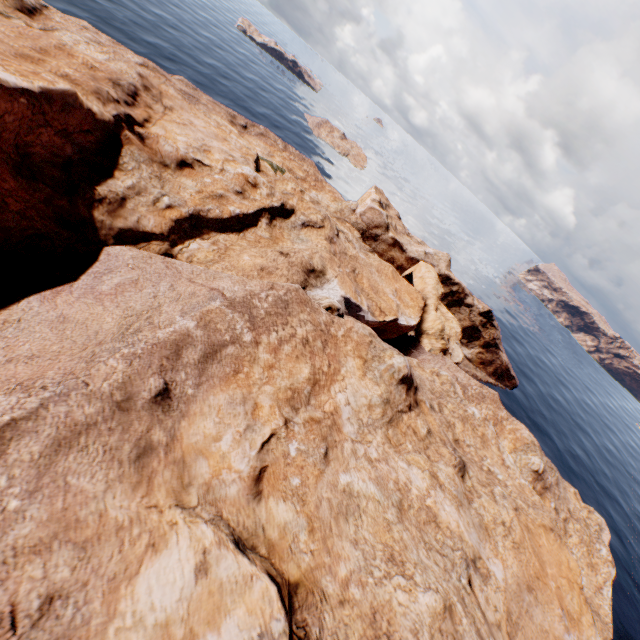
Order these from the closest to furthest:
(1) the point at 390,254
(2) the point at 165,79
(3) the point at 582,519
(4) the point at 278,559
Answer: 1. (4) the point at 278,559
2. (2) the point at 165,79
3. (3) the point at 582,519
4. (1) the point at 390,254
